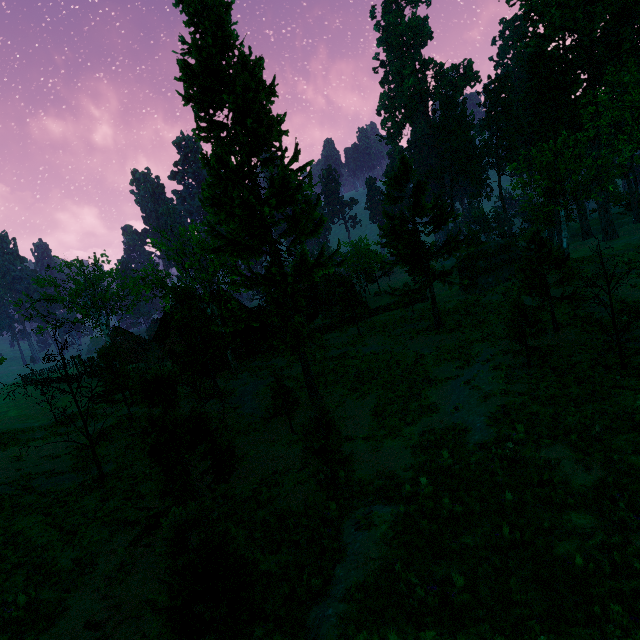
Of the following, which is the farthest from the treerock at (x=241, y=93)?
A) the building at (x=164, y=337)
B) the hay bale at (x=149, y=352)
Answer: the hay bale at (x=149, y=352)

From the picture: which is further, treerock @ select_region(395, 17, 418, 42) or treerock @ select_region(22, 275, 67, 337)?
treerock @ select_region(395, 17, 418, 42)

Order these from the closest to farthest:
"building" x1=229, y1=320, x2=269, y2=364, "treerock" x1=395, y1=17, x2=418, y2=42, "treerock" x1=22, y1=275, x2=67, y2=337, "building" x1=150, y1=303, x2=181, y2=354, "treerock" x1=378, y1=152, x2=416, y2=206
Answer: "treerock" x1=378, y1=152, x2=416, y2=206, "building" x1=229, y1=320, x2=269, y2=364, "building" x1=150, y1=303, x2=181, y2=354, "treerock" x1=22, y1=275, x2=67, y2=337, "treerock" x1=395, y1=17, x2=418, y2=42

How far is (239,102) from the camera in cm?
1599

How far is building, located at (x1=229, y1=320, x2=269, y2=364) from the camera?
33.6 meters

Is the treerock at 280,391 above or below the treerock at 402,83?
below

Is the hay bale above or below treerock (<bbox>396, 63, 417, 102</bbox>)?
below

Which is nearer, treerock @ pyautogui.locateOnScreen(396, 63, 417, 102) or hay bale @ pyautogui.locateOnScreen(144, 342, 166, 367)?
hay bale @ pyautogui.locateOnScreen(144, 342, 166, 367)
